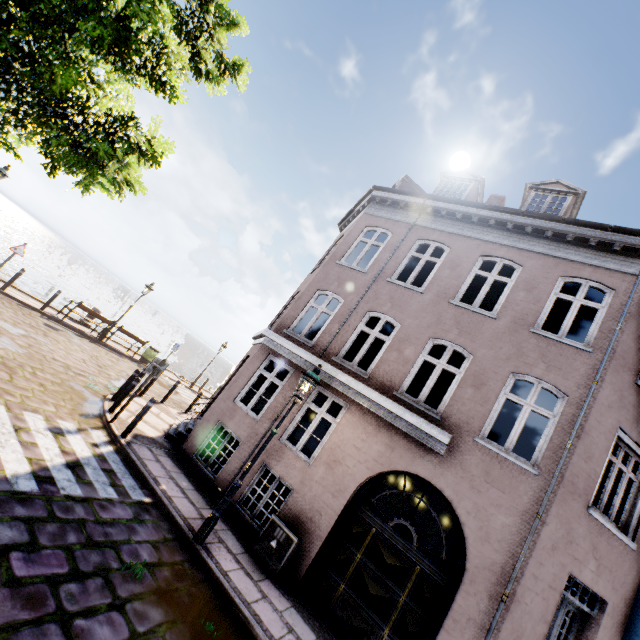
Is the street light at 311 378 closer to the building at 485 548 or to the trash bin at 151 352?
the building at 485 548

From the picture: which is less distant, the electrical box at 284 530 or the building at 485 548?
the building at 485 548

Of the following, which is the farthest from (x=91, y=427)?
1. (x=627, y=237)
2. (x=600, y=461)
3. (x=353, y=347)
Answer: (x=353, y=347)

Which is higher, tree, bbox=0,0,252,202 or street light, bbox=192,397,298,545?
tree, bbox=0,0,252,202

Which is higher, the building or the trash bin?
the building

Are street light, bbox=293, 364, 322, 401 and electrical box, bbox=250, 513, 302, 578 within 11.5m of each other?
yes

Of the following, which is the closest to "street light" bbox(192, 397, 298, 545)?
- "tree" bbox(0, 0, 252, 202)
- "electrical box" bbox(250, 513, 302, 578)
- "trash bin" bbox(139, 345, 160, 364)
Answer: Answer: "electrical box" bbox(250, 513, 302, 578)

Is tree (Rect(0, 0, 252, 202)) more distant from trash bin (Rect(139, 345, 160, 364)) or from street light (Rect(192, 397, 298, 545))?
trash bin (Rect(139, 345, 160, 364))
